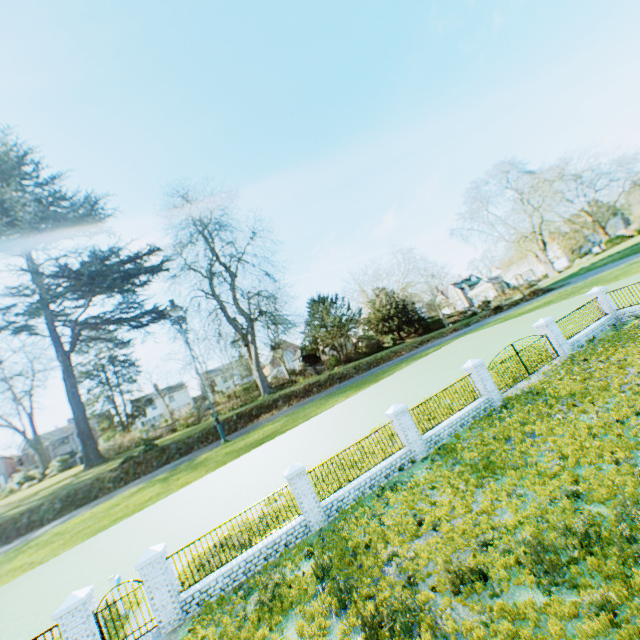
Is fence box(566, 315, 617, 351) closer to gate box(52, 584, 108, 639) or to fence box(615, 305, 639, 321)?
fence box(615, 305, 639, 321)

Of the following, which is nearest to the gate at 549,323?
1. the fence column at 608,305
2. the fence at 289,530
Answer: the fence column at 608,305

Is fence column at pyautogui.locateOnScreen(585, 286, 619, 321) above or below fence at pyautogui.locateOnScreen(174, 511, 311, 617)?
above

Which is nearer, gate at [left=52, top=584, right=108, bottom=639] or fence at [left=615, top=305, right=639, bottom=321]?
gate at [left=52, top=584, right=108, bottom=639]

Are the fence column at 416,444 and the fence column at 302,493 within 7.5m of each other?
yes

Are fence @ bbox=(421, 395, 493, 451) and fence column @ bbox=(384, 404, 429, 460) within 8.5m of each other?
yes

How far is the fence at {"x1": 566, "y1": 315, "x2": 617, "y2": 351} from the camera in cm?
1890

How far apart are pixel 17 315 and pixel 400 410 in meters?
66.9
